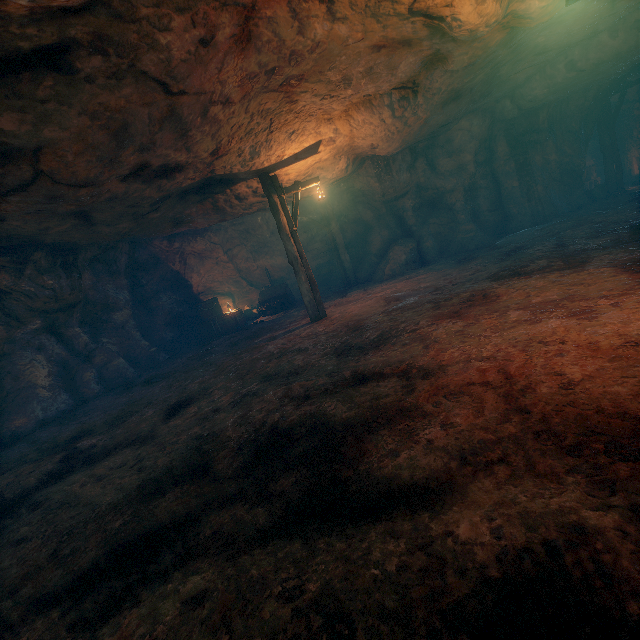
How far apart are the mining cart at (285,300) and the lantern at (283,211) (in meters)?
4.76

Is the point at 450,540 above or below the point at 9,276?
below

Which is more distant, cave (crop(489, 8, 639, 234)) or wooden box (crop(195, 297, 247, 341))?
wooden box (crop(195, 297, 247, 341))

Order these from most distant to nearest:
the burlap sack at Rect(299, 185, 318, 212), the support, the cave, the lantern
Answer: the support → the burlap sack at Rect(299, 185, 318, 212) → the cave → the lantern

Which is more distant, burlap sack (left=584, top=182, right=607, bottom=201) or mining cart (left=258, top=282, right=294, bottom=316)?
mining cart (left=258, top=282, right=294, bottom=316)

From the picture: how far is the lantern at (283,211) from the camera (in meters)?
9.59

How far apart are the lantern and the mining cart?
4.8 meters

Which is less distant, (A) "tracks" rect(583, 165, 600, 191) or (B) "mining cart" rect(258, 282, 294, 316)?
(B) "mining cart" rect(258, 282, 294, 316)
